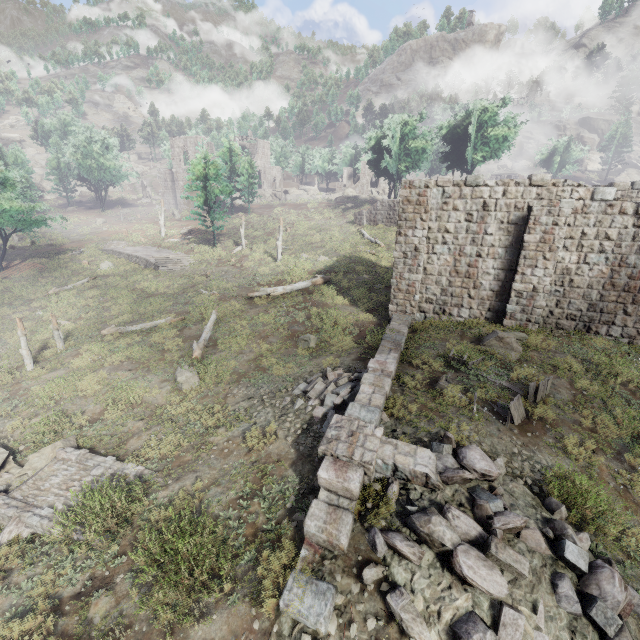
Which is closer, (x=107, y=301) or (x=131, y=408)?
(x=131, y=408)

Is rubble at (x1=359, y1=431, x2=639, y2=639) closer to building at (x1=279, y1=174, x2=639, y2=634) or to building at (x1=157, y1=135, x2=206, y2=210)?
building at (x1=279, y1=174, x2=639, y2=634)

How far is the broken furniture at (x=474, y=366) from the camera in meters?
8.9

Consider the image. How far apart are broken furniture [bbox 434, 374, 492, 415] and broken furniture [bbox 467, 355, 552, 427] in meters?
0.9

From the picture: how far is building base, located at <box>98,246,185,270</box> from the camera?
30.39m

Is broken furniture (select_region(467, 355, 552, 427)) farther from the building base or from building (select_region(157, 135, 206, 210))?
building (select_region(157, 135, 206, 210))

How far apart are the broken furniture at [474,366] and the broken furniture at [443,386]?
0.9m

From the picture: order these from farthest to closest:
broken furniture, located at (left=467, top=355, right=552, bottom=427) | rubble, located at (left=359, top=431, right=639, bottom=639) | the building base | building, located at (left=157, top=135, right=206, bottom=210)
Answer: building, located at (left=157, top=135, right=206, bottom=210)
the building base
broken furniture, located at (left=467, top=355, right=552, bottom=427)
rubble, located at (left=359, top=431, right=639, bottom=639)
